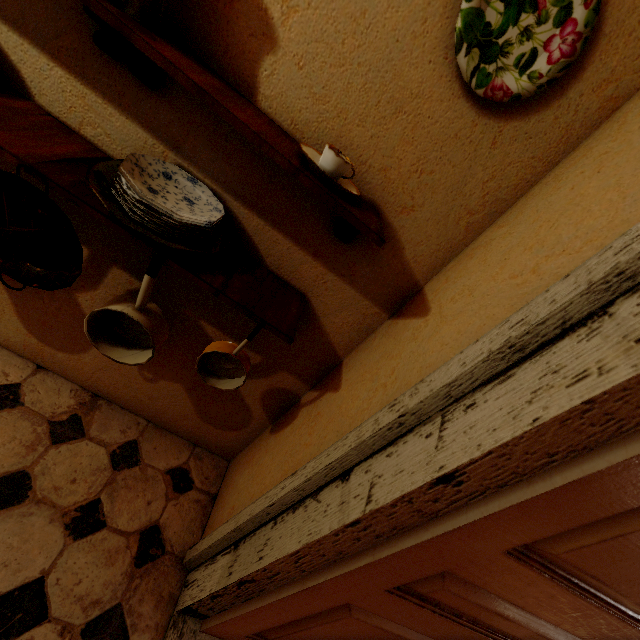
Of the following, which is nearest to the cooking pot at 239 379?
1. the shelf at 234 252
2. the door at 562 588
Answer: the shelf at 234 252

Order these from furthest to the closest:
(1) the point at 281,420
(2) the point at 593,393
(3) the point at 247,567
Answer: (1) the point at 281,420 < (3) the point at 247,567 < (2) the point at 593,393

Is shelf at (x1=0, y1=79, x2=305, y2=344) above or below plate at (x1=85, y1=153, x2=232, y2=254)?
below

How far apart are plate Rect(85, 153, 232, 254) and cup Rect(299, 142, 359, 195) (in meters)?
0.33

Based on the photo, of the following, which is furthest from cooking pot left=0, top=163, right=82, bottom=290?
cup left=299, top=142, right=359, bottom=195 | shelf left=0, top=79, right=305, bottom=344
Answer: cup left=299, top=142, right=359, bottom=195

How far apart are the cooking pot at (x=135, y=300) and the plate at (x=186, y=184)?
0.04m

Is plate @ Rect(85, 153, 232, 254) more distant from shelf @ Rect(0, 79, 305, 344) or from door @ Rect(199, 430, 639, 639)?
door @ Rect(199, 430, 639, 639)

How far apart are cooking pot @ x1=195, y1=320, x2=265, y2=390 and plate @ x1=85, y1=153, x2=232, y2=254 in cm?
24
